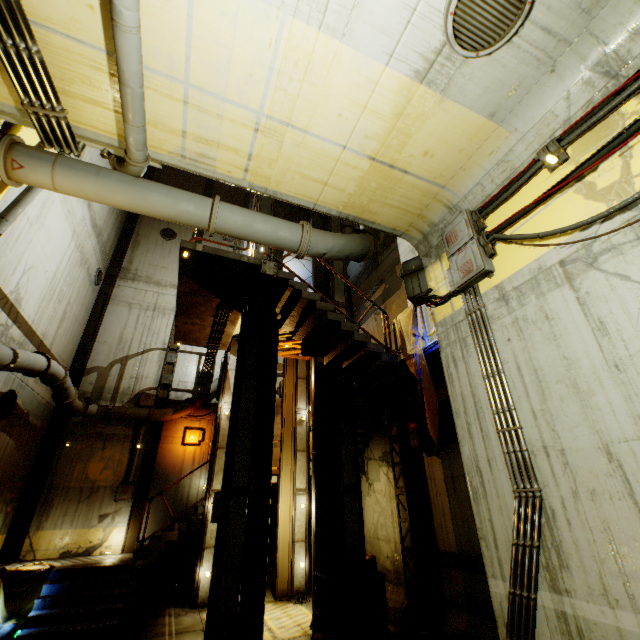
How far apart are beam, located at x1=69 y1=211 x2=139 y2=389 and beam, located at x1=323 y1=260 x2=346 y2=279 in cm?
976

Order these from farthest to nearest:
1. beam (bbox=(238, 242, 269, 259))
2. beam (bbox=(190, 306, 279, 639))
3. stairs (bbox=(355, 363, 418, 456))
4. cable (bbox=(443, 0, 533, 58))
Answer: beam (bbox=(238, 242, 269, 259)) < stairs (bbox=(355, 363, 418, 456)) < beam (bbox=(190, 306, 279, 639)) < cable (bbox=(443, 0, 533, 58))

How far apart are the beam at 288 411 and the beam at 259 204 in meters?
1.2

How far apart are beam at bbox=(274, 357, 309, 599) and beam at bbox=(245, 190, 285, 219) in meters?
1.2 m

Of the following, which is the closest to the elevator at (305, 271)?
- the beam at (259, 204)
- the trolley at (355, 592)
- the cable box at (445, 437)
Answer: the beam at (259, 204)

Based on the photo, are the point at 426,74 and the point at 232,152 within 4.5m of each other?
yes

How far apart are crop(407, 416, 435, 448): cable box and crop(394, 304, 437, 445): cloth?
1.87m

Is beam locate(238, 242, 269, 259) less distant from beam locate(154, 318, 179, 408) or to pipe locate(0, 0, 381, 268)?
pipe locate(0, 0, 381, 268)
